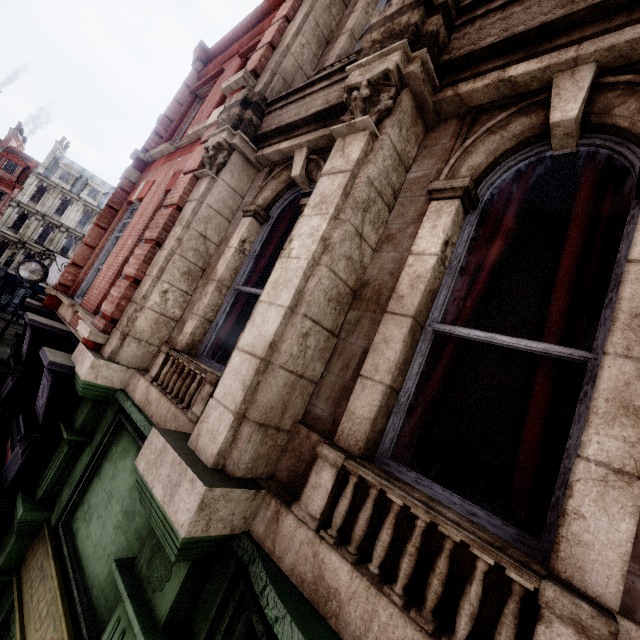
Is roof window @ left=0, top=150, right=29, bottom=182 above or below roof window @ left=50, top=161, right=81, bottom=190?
below

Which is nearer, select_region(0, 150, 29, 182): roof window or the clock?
the clock

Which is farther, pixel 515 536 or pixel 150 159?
pixel 150 159

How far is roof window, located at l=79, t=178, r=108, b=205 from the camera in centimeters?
4200cm

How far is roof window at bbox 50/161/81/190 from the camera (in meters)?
40.16

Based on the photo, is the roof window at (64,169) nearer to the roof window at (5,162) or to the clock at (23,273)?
the roof window at (5,162)

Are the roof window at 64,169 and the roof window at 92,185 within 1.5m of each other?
yes

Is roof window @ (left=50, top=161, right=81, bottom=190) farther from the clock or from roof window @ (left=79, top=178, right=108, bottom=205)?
the clock
